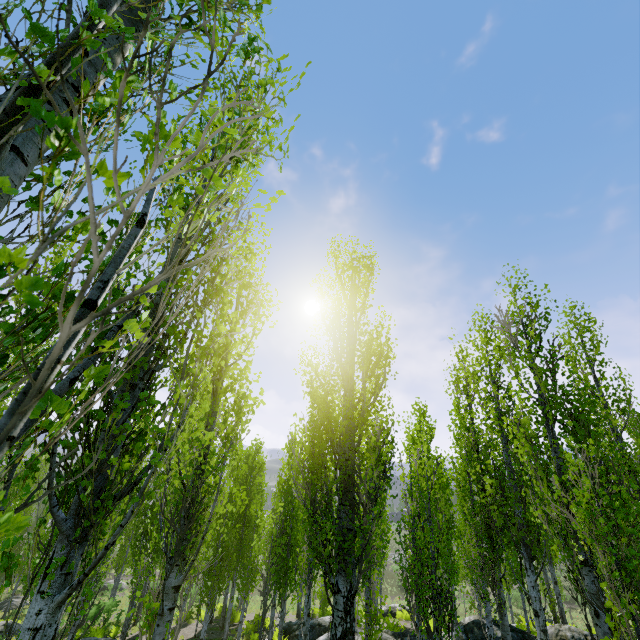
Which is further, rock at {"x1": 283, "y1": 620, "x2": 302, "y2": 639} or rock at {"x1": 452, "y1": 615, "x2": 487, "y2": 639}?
rock at {"x1": 283, "y1": 620, "x2": 302, "y2": 639}

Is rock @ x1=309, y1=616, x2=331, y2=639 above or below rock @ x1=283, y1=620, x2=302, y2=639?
above

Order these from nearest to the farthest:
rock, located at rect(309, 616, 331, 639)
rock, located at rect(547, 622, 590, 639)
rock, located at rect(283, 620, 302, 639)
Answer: rock, located at rect(547, 622, 590, 639), rock, located at rect(309, 616, 331, 639), rock, located at rect(283, 620, 302, 639)

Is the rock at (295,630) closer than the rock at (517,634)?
No

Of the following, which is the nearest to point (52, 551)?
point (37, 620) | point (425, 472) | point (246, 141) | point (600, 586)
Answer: point (37, 620)

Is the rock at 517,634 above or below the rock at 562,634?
below
